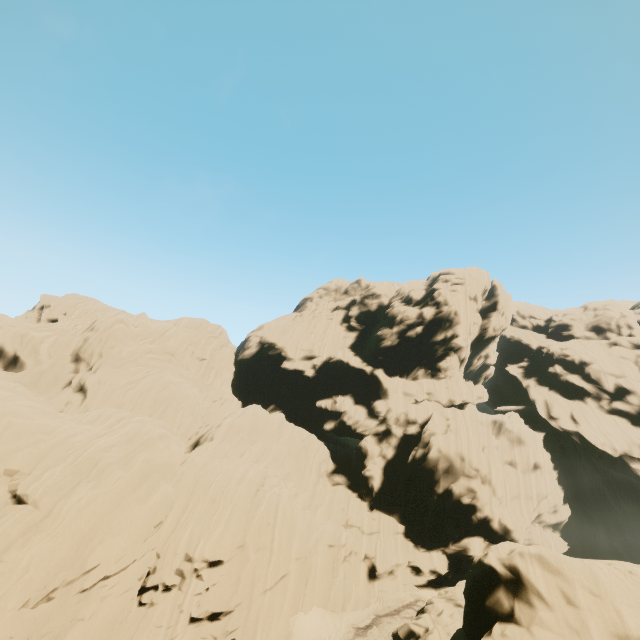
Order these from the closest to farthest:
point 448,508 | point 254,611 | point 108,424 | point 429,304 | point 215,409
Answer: point 254,611, point 108,424, point 448,508, point 215,409, point 429,304
